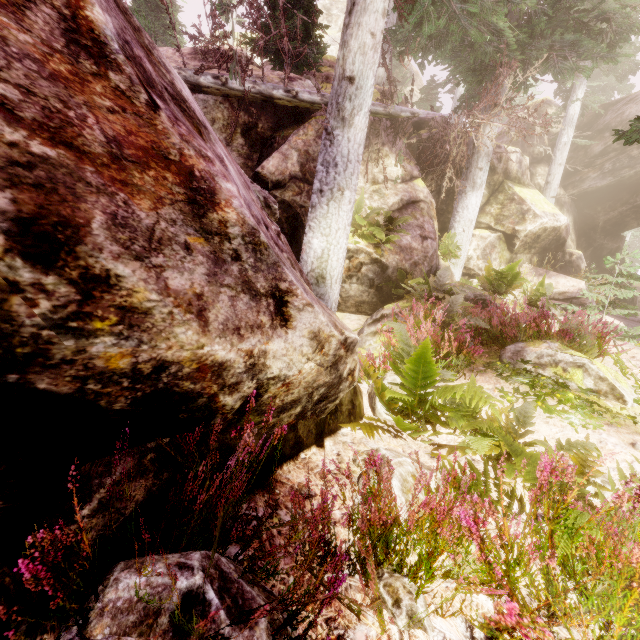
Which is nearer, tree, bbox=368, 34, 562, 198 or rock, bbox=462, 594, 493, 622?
rock, bbox=462, 594, 493, 622

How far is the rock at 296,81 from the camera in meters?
10.2 m

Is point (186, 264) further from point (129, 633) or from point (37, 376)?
point (129, 633)

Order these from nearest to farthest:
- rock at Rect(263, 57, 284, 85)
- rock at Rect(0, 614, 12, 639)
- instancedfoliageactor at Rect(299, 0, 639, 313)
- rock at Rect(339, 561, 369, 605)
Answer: rock at Rect(0, 614, 12, 639)
rock at Rect(339, 561, 369, 605)
instancedfoliageactor at Rect(299, 0, 639, 313)
rock at Rect(263, 57, 284, 85)

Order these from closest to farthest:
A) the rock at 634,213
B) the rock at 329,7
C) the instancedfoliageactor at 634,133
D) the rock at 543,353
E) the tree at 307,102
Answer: the instancedfoliageactor at 634,133 → the rock at 543,353 → the tree at 307,102 → the rock at 329,7 → the rock at 634,213

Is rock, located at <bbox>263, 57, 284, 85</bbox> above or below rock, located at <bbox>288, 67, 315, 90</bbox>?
below

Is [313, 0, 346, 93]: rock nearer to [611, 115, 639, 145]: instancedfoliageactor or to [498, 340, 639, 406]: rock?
[611, 115, 639, 145]: instancedfoliageactor
